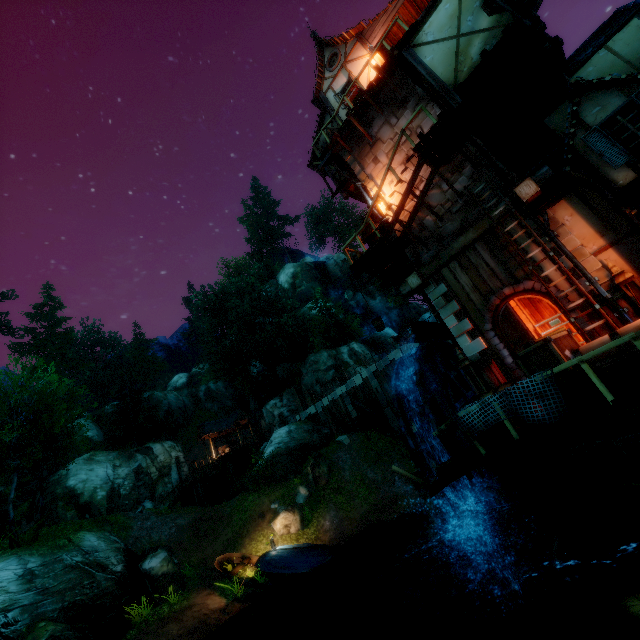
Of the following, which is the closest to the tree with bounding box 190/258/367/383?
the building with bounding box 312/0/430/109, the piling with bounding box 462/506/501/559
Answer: the building with bounding box 312/0/430/109

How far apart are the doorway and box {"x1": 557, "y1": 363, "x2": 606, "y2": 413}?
2.2 meters

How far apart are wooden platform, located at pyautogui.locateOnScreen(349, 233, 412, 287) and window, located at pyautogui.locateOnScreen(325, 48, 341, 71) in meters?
10.5 m

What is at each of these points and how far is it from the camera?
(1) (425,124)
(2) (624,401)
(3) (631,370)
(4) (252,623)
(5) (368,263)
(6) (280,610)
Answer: (1) tower, 11.9m
(2) wooden platform, 5.1m
(3) chest, 5.3m
(4) rock, 11.8m
(5) wooden platform, 12.0m
(6) rock, 12.4m

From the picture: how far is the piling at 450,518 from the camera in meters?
10.6

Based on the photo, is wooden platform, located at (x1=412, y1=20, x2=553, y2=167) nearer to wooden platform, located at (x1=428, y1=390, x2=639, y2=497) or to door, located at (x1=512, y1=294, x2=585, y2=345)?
door, located at (x1=512, y1=294, x2=585, y2=345)

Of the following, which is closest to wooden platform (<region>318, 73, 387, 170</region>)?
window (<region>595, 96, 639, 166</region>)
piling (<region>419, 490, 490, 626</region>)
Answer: window (<region>595, 96, 639, 166</region>)

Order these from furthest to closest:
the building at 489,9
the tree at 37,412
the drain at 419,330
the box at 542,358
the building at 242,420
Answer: the building at 242,420
the tree at 37,412
the drain at 419,330
the building at 489,9
the box at 542,358
